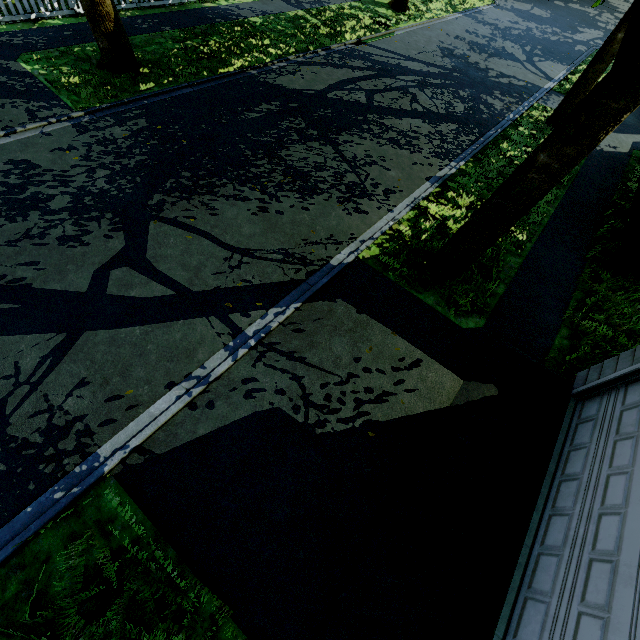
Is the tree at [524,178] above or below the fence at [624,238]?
above

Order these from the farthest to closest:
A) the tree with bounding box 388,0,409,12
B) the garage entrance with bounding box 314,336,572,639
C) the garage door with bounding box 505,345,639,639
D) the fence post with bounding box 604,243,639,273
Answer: the tree with bounding box 388,0,409,12, the fence post with bounding box 604,243,639,273, the garage entrance with bounding box 314,336,572,639, the garage door with bounding box 505,345,639,639

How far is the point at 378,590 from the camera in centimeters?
360cm

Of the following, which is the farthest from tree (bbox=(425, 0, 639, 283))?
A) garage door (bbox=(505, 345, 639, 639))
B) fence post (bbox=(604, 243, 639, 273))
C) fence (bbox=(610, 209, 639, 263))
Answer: fence post (bbox=(604, 243, 639, 273))

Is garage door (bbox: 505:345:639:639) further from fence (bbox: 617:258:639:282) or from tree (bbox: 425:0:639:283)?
fence (bbox: 617:258:639:282)

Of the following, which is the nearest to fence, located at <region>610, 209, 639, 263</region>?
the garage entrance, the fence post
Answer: the fence post

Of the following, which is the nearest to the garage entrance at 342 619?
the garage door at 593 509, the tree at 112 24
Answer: the garage door at 593 509
